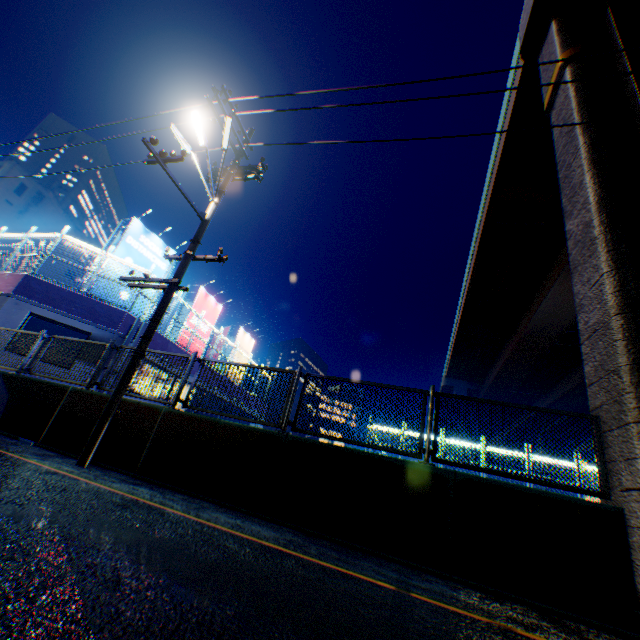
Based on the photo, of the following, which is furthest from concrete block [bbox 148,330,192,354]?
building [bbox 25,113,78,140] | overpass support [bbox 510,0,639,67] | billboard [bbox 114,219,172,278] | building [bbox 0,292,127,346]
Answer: building [bbox 25,113,78,140]

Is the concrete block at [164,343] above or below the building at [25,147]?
below

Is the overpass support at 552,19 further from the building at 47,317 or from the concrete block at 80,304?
the concrete block at 80,304

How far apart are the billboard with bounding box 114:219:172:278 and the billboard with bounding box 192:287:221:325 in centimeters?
329cm

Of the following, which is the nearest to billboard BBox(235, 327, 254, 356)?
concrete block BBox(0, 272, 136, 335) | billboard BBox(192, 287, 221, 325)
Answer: concrete block BBox(0, 272, 136, 335)

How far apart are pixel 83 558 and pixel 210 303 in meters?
20.9

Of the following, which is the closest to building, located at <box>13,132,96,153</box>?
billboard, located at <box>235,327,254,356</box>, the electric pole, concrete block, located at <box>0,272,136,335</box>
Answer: concrete block, located at <box>0,272,136,335</box>

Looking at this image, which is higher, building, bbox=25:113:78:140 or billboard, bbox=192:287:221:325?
building, bbox=25:113:78:140
